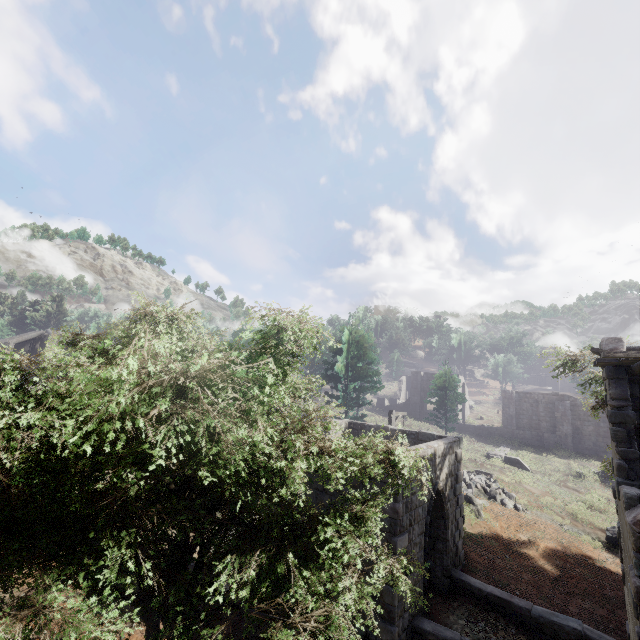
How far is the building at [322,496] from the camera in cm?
1000

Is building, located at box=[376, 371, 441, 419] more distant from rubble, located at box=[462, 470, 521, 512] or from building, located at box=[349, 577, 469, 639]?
rubble, located at box=[462, 470, 521, 512]

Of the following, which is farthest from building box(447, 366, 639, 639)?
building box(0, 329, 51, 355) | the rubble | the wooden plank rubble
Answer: the wooden plank rubble

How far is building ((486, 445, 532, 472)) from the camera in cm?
2734

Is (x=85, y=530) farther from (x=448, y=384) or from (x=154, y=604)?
(x=448, y=384)

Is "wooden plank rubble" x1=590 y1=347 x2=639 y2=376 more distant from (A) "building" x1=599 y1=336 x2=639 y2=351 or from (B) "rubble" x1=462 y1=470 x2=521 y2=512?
(B) "rubble" x1=462 y1=470 x2=521 y2=512

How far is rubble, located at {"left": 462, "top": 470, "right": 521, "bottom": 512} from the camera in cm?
1922

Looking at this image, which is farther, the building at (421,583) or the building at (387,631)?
the building at (421,583)
